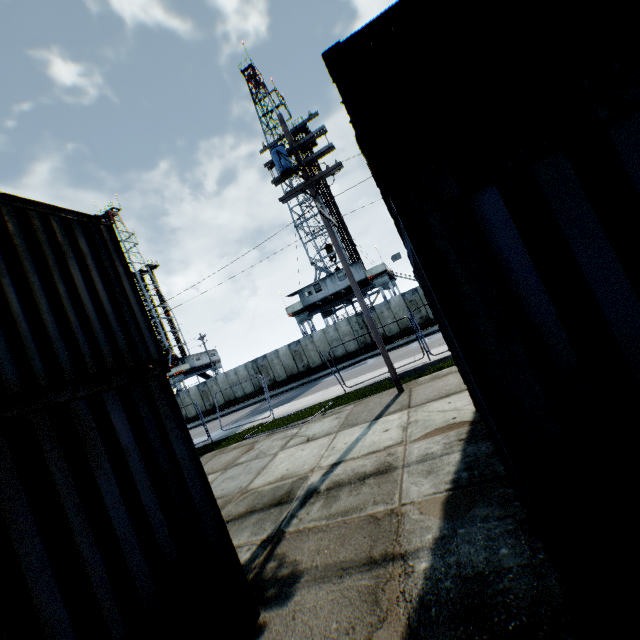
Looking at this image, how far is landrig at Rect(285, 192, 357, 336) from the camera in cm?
3130

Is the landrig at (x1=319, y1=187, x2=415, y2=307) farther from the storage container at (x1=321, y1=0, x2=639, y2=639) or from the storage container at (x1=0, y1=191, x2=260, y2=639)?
the storage container at (x1=0, y1=191, x2=260, y2=639)

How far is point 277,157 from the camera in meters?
10.1

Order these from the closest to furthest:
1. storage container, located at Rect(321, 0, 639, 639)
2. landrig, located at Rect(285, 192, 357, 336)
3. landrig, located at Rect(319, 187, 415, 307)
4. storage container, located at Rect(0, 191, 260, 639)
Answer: storage container, located at Rect(321, 0, 639, 639)
storage container, located at Rect(0, 191, 260, 639)
landrig, located at Rect(319, 187, 415, 307)
landrig, located at Rect(285, 192, 357, 336)

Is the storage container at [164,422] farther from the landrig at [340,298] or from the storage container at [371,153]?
the landrig at [340,298]

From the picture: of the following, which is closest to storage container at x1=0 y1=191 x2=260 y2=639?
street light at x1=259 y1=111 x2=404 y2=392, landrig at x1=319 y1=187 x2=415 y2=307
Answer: street light at x1=259 y1=111 x2=404 y2=392

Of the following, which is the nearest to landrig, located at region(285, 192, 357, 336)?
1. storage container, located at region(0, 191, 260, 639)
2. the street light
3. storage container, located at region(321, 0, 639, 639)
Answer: the street light
